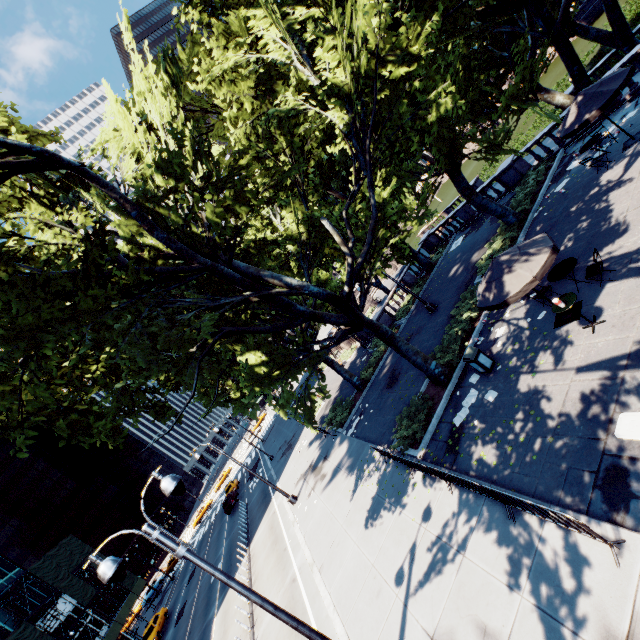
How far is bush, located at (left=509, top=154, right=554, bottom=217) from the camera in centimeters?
1770cm

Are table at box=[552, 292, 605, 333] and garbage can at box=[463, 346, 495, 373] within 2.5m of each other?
no

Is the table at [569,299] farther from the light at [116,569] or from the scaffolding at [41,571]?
the scaffolding at [41,571]

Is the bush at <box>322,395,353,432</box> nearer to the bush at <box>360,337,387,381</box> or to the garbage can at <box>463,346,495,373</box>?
the bush at <box>360,337,387,381</box>

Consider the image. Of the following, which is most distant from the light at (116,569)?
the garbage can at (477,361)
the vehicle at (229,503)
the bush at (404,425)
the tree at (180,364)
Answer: the vehicle at (229,503)

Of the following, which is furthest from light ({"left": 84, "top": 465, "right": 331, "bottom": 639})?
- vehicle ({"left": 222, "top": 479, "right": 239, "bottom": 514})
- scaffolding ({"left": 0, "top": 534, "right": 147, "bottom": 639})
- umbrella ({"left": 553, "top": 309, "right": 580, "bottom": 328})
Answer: scaffolding ({"left": 0, "top": 534, "right": 147, "bottom": 639})

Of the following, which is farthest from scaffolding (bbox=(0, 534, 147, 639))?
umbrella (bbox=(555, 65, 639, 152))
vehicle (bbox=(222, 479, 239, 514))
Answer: umbrella (bbox=(555, 65, 639, 152))

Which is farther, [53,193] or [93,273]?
[53,193]
